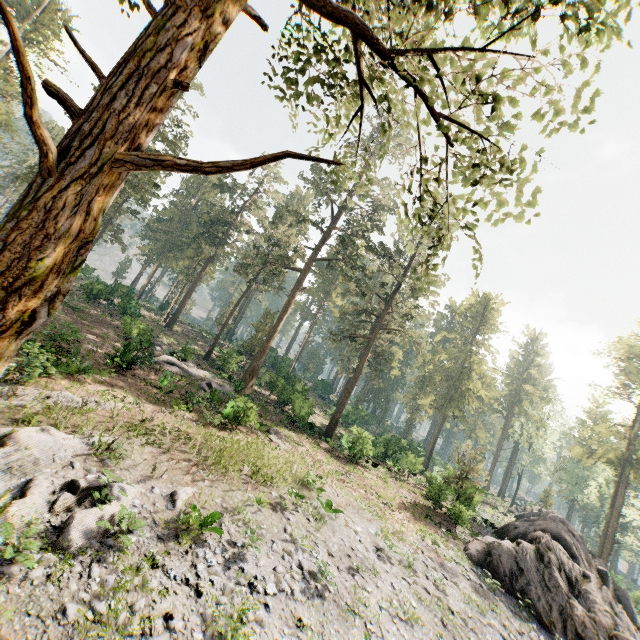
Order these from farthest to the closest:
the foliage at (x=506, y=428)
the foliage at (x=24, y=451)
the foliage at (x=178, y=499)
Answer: the foliage at (x=506, y=428) < the foliage at (x=178, y=499) < the foliage at (x=24, y=451)

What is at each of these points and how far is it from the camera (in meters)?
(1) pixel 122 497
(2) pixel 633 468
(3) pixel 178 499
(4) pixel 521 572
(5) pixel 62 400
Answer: (1) foliage, 10.53
(2) foliage, 40.06
(3) foliage, 11.66
(4) rock, 18.81
(5) foliage, 13.93

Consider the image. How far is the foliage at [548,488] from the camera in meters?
51.9

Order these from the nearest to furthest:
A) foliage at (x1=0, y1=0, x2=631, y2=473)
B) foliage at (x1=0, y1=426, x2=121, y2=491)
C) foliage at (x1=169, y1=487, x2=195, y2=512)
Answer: foliage at (x1=0, y1=0, x2=631, y2=473) → foliage at (x1=0, y1=426, x2=121, y2=491) → foliage at (x1=169, y1=487, x2=195, y2=512)

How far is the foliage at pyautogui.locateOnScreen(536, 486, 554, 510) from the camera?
51.91m

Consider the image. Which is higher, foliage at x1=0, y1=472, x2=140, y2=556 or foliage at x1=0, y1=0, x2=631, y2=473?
foliage at x1=0, y1=0, x2=631, y2=473
